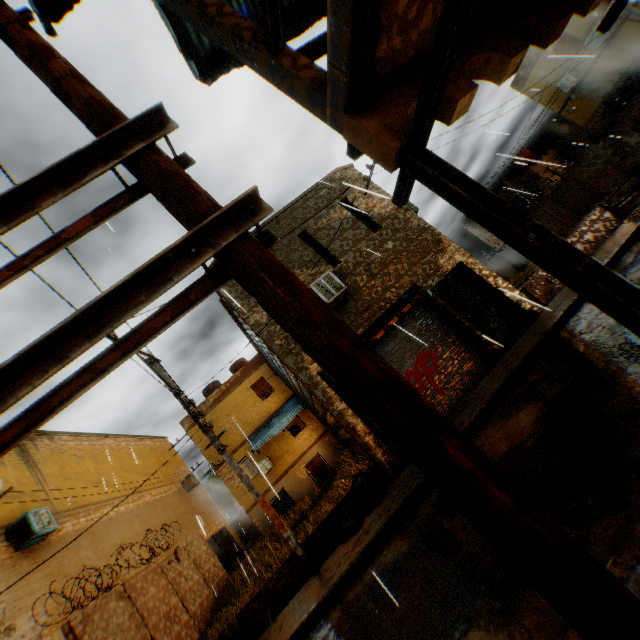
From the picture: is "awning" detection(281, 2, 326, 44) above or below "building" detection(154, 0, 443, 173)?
above

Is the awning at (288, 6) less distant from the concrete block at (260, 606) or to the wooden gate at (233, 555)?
the concrete block at (260, 606)

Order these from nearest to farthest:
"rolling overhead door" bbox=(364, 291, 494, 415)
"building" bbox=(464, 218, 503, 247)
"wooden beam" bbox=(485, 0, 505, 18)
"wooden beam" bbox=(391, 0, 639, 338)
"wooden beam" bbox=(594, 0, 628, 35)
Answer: "wooden beam" bbox=(391, 0, 639, 338)
"wooden beam" bbox=(485, 0, 505, 18)
"wooden beam" bbox=(594, 0, 628, 35)
"rolling overhead door" bbox=(364, 291, 494, 415)
"building" bbox=(464, 218, 503, 247)

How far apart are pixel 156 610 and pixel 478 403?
11.21m

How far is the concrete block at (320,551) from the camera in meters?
7.8 m

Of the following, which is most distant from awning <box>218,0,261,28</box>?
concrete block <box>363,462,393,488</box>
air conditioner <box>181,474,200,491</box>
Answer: air conditioner <box>181,474,200,491</box>

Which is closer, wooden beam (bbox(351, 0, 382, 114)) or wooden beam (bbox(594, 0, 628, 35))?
wooden beam (bbox(351, 0, 382, 114))

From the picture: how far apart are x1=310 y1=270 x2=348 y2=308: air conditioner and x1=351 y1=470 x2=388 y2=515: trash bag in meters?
2.2
